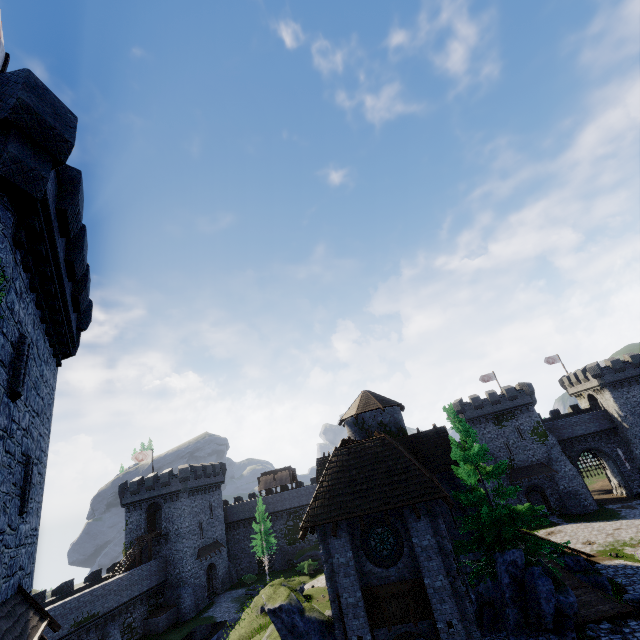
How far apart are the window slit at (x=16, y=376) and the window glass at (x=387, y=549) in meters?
14.8

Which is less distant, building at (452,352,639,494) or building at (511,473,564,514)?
building at (511,473,564,514)

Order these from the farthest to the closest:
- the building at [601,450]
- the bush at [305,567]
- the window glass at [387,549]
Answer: the building at [601,450], the bush at [305,567], the window glass at [387,549]

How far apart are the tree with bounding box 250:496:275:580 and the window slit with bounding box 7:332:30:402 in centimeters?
4672cm

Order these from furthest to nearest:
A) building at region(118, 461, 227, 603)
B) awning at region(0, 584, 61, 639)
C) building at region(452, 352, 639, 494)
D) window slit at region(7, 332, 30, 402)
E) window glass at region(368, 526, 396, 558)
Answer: building at region(452, 352, 639, 494) → building at region(118, 461, 227, 603) → window glass at region(368, 526, 396, 558) → window slit at region(7, 332, 30, 402) → awning at region(0, 584, 61, 639)

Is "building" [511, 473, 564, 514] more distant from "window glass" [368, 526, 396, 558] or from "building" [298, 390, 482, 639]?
"window glass" [368, 526, 396, 558]

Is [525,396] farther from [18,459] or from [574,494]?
[18,459]

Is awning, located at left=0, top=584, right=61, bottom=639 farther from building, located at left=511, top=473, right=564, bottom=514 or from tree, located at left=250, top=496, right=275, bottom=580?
building, located at left=511, top=473, right=564, bottom=514
